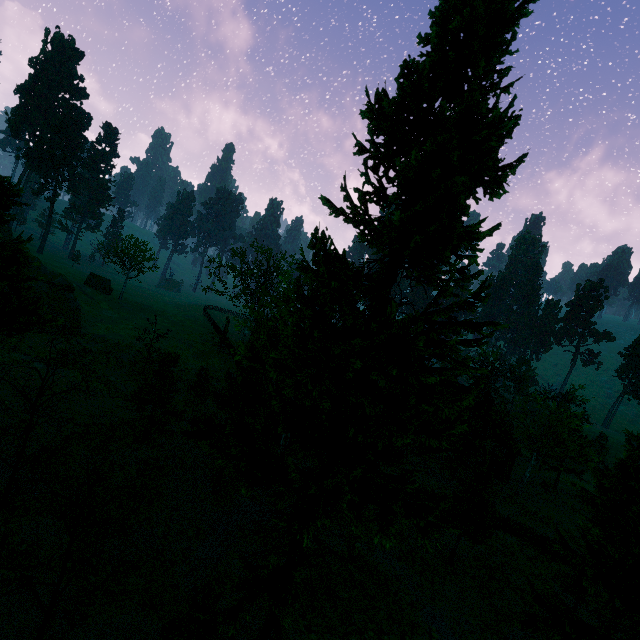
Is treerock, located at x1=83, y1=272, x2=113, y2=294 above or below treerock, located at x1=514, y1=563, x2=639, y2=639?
above

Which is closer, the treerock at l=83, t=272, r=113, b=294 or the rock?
the rock

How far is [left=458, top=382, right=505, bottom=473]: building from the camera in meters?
34.7

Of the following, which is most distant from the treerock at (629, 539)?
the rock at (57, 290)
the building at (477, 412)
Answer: the rock at (57, 290)

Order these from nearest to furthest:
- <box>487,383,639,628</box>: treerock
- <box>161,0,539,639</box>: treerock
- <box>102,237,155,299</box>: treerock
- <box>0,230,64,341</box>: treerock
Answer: <box>161,0,539,639</box>: treerock < <box>487,383,639,628</box>: treerock < <box>0,230,64,341</box>: treerock < <box>102,237,155,299</box>: treerock

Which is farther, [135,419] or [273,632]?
[135,419]

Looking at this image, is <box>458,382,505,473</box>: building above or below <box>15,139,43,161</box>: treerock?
below

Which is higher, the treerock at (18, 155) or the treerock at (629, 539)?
the treerock at (18, 155)
